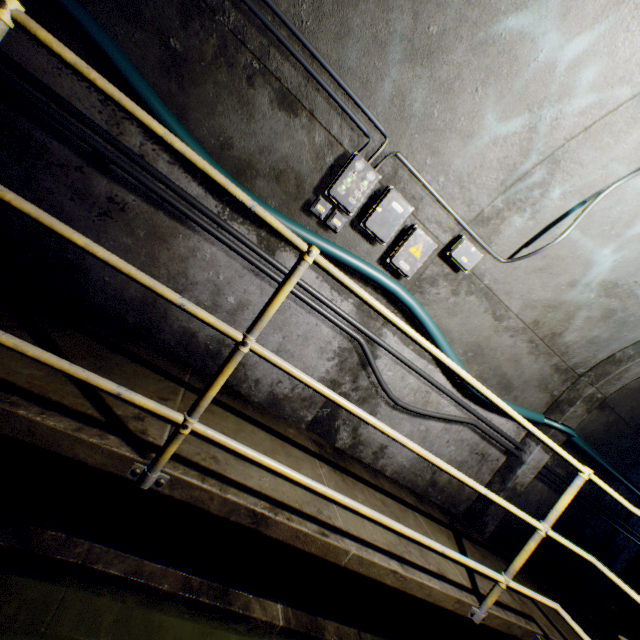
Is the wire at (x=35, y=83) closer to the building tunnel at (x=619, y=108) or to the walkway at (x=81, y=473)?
the building tunnel at (x=619, y=108)

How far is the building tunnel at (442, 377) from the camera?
2.94m

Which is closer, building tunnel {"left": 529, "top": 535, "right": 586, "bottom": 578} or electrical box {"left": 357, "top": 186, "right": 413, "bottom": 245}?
electrical box {"left": 357, "top": 186, "right": 413, "bottom": 245}

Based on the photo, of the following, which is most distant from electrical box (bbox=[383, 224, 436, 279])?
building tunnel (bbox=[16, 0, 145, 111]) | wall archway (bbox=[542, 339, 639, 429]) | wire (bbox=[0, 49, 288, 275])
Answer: wall archway (bbox=[542, 339, 639, 429])

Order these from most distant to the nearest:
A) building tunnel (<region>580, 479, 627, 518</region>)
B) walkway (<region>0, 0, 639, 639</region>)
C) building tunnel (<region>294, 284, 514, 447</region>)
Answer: building tunnel (<region>580, 479, 627, 518</region>) < building tunnel (<region>294, 284, 514, 447</region>) < walkway (<region>0, 0, 639, 639</region>)

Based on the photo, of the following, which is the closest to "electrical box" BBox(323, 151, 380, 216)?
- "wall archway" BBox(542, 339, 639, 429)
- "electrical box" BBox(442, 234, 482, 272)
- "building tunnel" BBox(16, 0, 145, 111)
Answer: "building tunnel" BBox(16, 0, 145, 111)

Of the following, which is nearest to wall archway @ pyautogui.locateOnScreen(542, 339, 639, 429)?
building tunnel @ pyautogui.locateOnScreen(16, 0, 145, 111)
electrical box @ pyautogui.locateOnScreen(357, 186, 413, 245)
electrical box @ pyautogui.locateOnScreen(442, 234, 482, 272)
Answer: building tunnel @ pyautogui.locateOnScreen(16, 0, 145, 111)

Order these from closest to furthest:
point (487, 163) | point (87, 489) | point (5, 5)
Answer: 1. point (5, 5)
2. point (87, 489)
3. point (487, 163)
